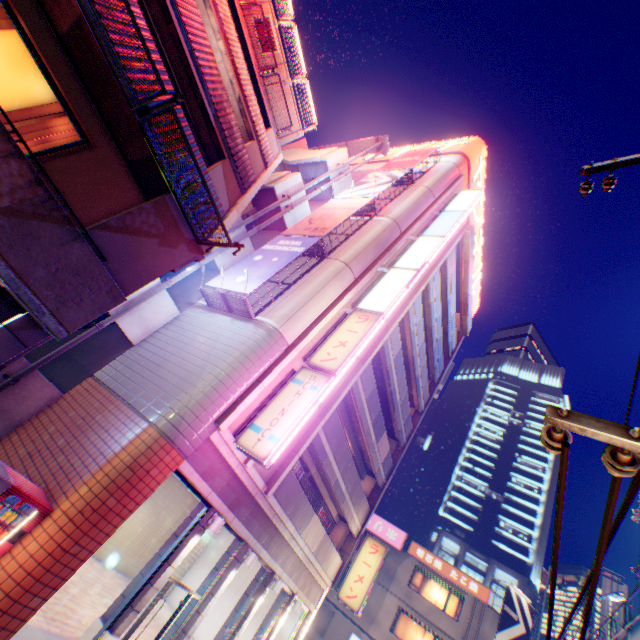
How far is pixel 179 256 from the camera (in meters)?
6.71

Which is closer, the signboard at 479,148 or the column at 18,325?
the column at 18,325

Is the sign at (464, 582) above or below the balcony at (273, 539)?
above

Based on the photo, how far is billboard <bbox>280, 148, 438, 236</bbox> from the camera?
14.6 meters

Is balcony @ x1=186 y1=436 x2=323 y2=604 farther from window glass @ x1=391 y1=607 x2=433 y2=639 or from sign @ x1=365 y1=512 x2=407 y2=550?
sign @ x1=365 y1=512 x2=407 y2=550

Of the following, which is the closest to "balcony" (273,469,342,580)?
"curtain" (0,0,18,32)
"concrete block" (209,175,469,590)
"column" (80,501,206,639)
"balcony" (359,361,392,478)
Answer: "concrete block" (209,175,469,590)

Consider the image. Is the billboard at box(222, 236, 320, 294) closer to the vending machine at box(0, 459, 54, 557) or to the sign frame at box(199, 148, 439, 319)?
the sign frame at box(199, 148, 439, 319)

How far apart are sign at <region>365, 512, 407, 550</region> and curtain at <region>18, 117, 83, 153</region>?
31.4 meters
